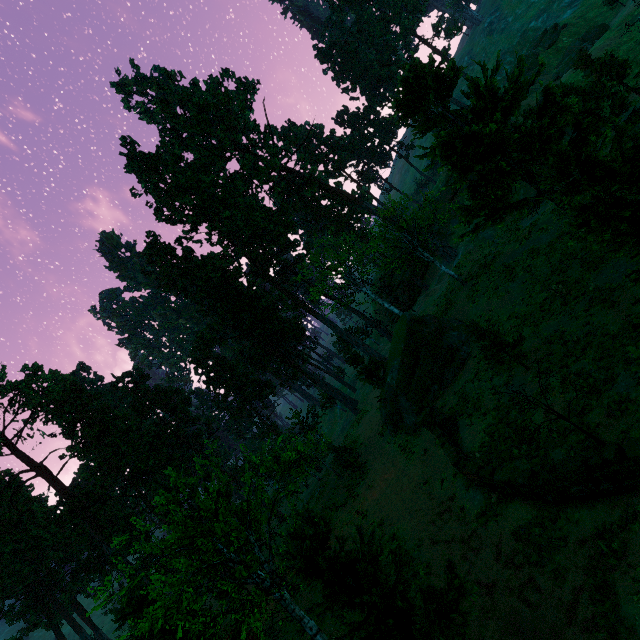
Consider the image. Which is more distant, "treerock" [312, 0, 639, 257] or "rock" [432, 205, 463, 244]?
"rock" [432, 205, 463, 244]

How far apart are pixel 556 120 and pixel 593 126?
9.82m

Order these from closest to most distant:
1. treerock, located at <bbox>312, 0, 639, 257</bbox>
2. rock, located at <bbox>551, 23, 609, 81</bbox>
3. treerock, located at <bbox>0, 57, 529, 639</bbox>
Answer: treerock, located at <bbox>0, 57, 529, 639</bbox>, treerock, located at <bbox>312, 0, 639, 257</bbox>, rock, located at <bbox>551, 23, 609, 81</bbox>

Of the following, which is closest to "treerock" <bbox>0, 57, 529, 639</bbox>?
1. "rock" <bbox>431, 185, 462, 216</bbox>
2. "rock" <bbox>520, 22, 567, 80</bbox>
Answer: "rock" <bbox>431, 185, 462, 216</bbox>

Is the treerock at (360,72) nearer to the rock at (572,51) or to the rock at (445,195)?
the rock at (445,195)

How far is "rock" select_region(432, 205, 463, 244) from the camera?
48.2m

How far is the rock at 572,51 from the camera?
40.1m

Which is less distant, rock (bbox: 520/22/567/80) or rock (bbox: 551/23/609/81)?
rock (bbox: 551/23/609/81)
